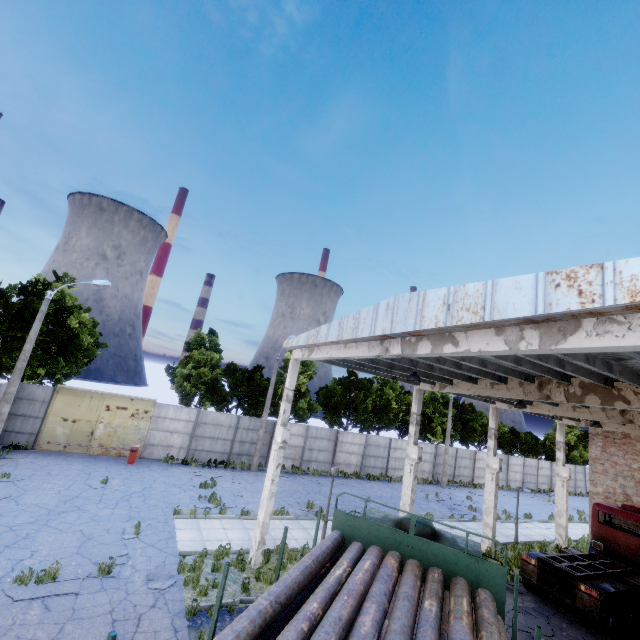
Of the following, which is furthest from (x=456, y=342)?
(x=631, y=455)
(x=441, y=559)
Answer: (x=631, y=455)

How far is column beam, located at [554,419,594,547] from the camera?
20.0 meters

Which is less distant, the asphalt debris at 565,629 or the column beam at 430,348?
the column beam at 430,348

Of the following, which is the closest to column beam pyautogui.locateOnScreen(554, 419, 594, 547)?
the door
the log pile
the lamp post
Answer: the log pile

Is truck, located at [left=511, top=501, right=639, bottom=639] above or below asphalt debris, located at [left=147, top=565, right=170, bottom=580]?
above

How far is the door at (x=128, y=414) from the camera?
19.9 meters

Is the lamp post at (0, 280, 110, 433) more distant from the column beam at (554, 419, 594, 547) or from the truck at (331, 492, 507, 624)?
the column beam at (554, 419, 594, 547)

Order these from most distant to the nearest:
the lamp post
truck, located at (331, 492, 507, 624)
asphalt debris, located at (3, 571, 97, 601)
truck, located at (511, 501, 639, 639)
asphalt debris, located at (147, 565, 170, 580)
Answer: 1. the lamp post
2. truck, located at (511, 501, 639, 639)
3. asphalt debris, located at (147, 565, 170, 580)
4. asphalt debris, located at (3, 571, 97, 601)
5. truck, located at (331, 492, 507, 624)
